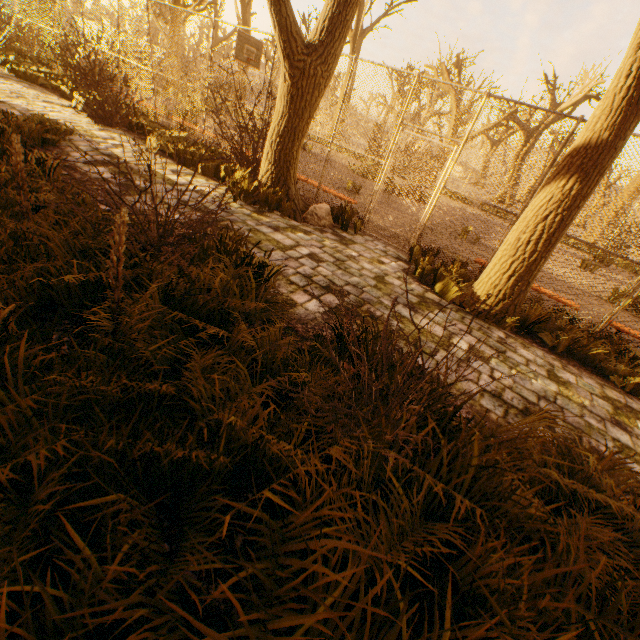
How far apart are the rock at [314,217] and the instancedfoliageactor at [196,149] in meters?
2.0

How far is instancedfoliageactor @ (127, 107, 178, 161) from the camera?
7.3 meters

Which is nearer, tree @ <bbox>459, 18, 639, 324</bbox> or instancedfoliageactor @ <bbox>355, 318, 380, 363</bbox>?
instancedfoliageactor @ <bbox>355, 318, 380, 363</bbox>

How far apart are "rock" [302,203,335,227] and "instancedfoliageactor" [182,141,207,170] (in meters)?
2.05

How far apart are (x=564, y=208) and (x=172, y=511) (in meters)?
5.40

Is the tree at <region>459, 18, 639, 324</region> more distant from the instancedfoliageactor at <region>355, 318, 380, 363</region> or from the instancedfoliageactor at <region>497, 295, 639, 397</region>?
the instancedfoliageactor at <region>355, 318, 380, 363</region>

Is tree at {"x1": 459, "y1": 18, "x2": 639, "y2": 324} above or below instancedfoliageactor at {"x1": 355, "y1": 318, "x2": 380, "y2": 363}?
above

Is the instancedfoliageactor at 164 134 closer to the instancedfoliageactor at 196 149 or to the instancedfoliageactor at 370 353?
the instancedfoliageactor at 196 149
